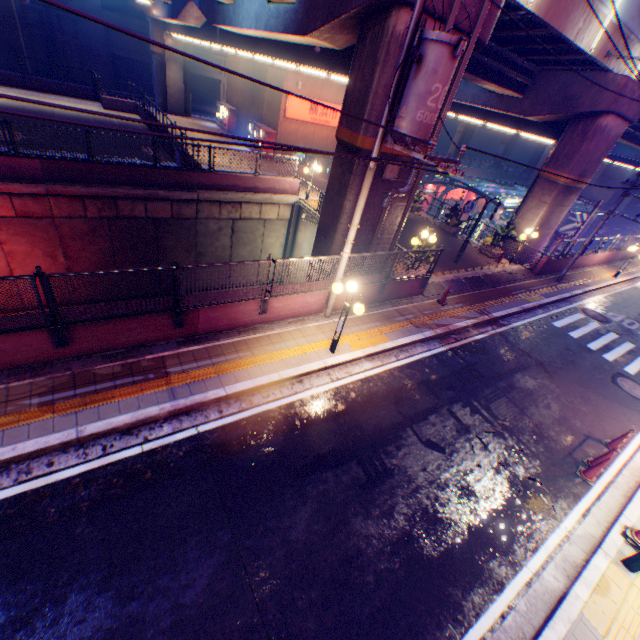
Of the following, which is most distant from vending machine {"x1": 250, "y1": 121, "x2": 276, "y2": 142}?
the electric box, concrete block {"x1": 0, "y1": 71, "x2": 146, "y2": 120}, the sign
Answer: the electric box

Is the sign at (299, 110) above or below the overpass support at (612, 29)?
below

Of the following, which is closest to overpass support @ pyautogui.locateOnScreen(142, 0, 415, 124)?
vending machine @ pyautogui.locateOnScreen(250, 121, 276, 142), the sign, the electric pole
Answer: the electric pole

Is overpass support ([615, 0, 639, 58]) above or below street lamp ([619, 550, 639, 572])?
above

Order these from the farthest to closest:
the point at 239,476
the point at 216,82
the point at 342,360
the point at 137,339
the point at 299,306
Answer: the point at 216,82, the point at 299,306, the point at 342,360, the point at 137,339, the point at 239,476

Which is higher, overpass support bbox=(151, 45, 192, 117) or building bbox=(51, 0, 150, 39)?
building bbox=(51, 0, 150, 39)

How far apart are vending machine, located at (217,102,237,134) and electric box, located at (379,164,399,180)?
26.27m

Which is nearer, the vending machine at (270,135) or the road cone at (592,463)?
the road cone at (592,463)
